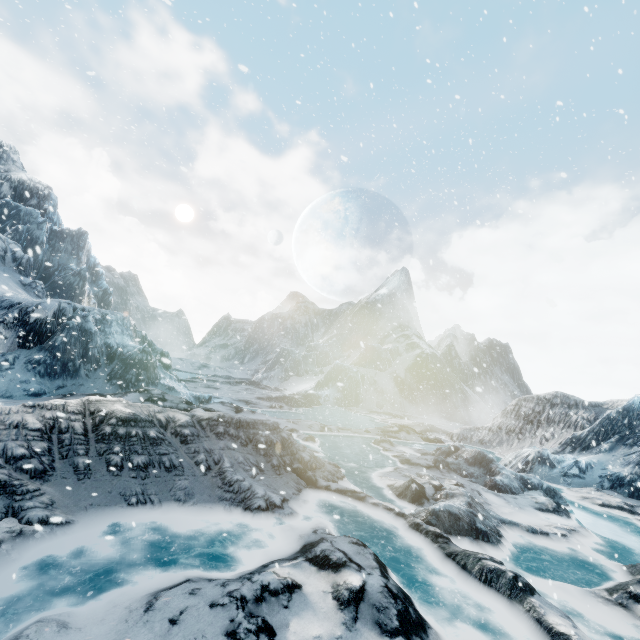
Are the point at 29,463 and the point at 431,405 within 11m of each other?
no
